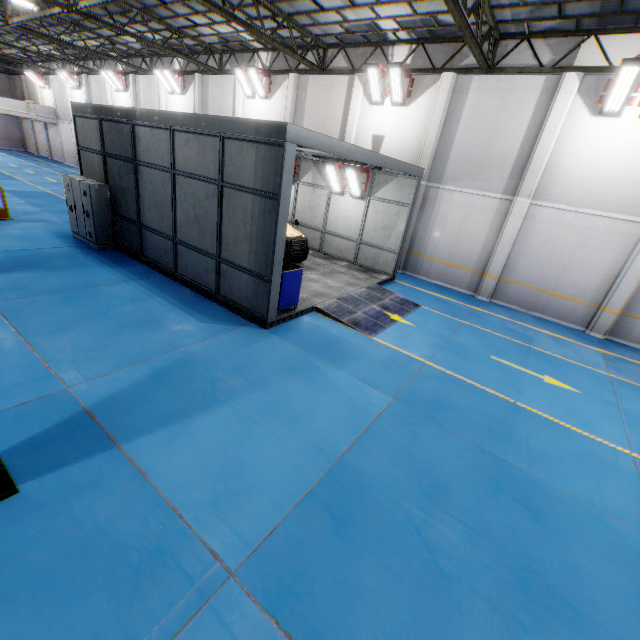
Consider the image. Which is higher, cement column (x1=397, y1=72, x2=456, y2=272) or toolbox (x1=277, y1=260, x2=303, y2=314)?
cement column (x1=397, y1=72, x2=456, y2=272)

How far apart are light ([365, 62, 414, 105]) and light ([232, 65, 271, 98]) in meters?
7.2 m

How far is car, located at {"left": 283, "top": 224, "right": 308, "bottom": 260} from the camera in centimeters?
1159cm

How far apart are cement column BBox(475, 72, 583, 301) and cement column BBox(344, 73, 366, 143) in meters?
7.5 m

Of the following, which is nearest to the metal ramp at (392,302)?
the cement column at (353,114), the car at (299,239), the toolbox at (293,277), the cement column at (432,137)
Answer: the toolbox at (293,277)

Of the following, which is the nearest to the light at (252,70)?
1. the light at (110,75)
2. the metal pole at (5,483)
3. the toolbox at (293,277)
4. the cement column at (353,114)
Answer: the cement column at (353,114)

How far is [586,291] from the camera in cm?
1174

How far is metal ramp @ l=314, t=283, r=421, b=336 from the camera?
9.2m
